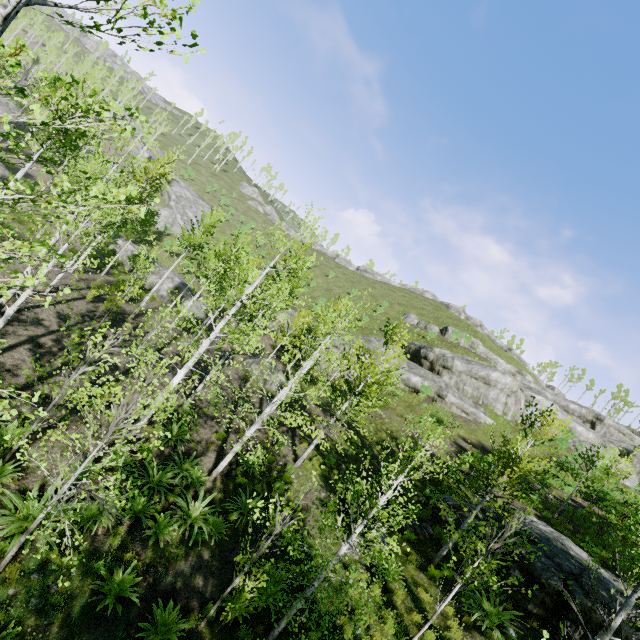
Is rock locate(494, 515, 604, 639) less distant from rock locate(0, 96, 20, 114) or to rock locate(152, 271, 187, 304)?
rock locate(152, 271, 187, 304)

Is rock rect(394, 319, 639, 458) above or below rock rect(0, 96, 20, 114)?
above

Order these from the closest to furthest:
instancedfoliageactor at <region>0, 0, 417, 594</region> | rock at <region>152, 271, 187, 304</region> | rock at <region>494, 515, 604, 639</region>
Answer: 1. instancedfoliageactor at <region>0, 0, 417, 594</region>
2. rock at <region>494, 515, 604, 639</region>
3. rock at <region>152, 271, 187, 304</region>

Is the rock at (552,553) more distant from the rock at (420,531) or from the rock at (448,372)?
the rock at (448,372)

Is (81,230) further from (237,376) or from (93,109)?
(237,376)

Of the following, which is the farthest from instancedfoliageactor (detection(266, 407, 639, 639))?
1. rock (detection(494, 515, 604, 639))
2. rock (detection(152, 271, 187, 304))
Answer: rock (detection(494, 515, 604, 639))

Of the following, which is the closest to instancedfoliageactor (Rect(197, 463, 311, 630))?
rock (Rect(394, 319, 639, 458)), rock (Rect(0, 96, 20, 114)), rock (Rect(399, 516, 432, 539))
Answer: rock (Rect(0, 96, 20, 114))

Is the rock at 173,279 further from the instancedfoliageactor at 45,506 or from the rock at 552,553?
the rock at 552,553
